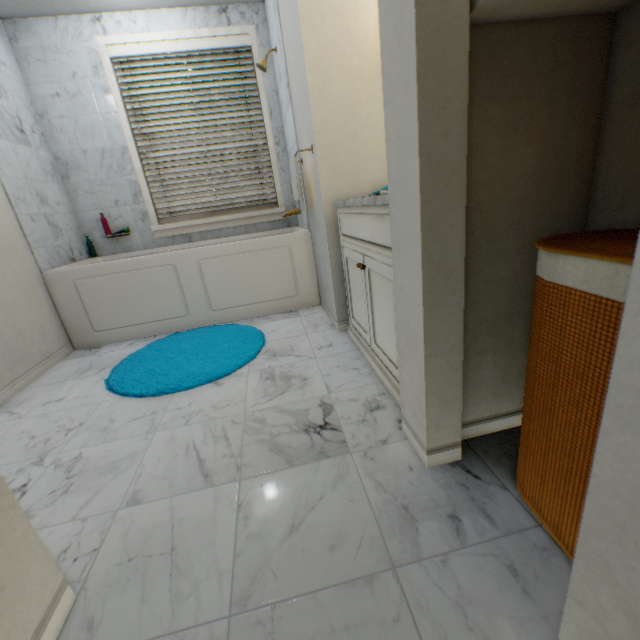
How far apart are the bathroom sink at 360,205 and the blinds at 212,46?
1.6 meters

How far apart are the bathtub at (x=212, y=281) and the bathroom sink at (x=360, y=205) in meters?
0.8

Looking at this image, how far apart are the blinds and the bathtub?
0.3m

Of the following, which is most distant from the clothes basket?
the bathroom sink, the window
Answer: the window

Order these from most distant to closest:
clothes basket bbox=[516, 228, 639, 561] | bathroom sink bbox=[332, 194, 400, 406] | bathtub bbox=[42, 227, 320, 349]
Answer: bathtub bbox=[42, 227, 320, 349]
bathroom sink bbox=[332, 194, 400, 406]
clothes basket bbox=[516, 228, 639, 561]

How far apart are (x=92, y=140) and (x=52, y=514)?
3.0m

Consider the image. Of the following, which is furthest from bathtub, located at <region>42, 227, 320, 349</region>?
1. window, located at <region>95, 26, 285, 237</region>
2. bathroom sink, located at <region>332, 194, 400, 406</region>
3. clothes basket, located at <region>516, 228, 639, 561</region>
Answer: clothes basket, located at <region>516, 228, 639, 561</region>

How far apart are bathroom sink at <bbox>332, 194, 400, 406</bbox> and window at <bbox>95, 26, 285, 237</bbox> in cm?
153
